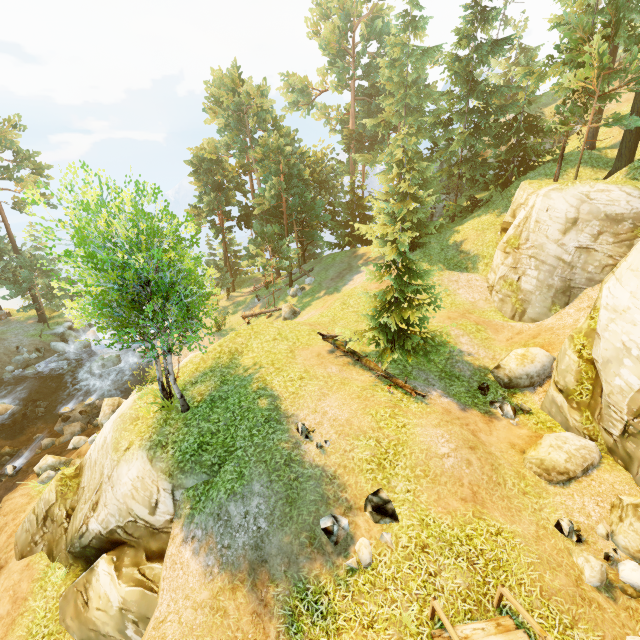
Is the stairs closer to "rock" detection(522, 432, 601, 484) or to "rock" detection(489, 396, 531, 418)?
"rock" detection(522, 432, 601, 484)

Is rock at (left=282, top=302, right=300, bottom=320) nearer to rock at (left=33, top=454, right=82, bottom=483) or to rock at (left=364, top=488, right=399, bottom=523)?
rock at (left=33, top=454, right=82, bottom=483)

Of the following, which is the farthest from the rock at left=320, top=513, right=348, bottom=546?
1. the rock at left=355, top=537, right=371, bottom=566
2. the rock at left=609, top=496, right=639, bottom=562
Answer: the rock at left=609, top=496, right=639, bottom=562

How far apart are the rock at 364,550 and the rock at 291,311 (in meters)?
19.43

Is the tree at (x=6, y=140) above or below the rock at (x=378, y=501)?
above

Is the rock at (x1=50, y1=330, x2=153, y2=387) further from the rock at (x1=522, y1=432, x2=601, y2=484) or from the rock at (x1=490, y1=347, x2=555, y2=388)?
the rock at (x1=522, y1=432, x2=601, y2=484)

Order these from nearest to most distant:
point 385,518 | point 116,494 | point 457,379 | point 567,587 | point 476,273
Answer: point 567,587 → point 385,518 → point 116,494 → point 457,379 → point 476,273

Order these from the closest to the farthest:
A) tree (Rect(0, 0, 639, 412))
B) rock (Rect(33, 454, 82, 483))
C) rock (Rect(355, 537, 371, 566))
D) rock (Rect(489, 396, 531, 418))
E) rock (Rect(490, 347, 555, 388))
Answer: rock (Rect(355, 537, 371, 566)) < tree (Rect(0, 0, 639, 412)) < rock (Rect(489, 396, 531, 418)) < rock (Rect(490, 347, 555, 388)) < rock (Rect(33, 454, 82, 483))
